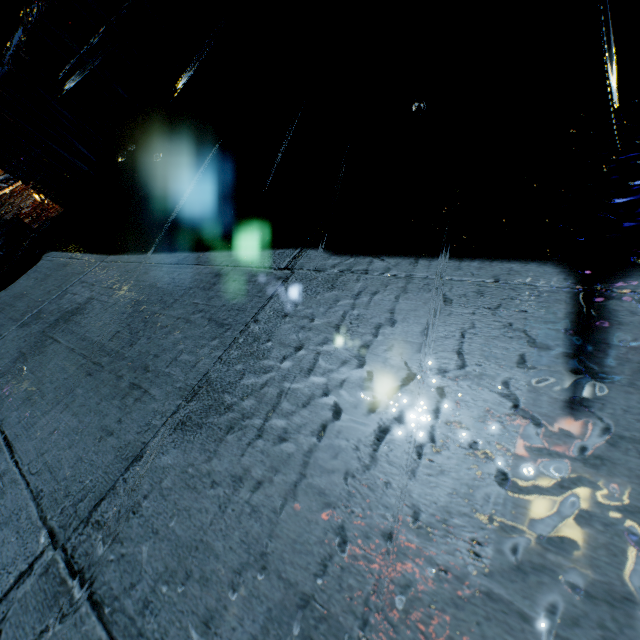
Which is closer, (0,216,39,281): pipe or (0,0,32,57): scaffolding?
(0,216,39,281): pipe

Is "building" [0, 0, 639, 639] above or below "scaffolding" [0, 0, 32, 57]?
below

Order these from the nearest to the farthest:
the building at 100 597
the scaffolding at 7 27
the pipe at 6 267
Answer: the building at 100 597 < the pipe at 6 267 < the scaffolding at 7 27

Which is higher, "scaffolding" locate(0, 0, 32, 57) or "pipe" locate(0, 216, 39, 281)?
"scaffolding" locate(0, 0, 32, 57)

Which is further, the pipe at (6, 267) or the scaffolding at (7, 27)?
the scaffolding at (7, 27)

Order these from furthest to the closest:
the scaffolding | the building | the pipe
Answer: the scaffolding, the pipe, the building

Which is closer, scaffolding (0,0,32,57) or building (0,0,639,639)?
building (0,0,639,639)

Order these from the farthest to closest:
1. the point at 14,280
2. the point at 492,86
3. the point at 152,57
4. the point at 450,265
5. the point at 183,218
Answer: the point at 14,280 < the point at 183,218 < the point at 152,57 < the point at 492,86 < the point at 450,265
